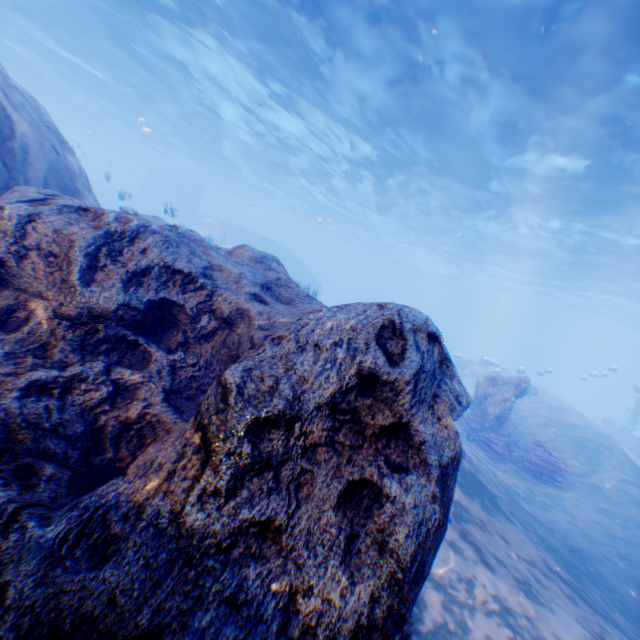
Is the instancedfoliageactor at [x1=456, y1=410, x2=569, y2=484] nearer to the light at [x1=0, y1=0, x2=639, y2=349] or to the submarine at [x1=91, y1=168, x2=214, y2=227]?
the submarine at [x1=91, y1=168, x2=214, y2=227]

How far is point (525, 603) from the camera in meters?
3.7 m

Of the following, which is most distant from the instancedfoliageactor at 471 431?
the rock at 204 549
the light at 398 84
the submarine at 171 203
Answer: the light at 398 84

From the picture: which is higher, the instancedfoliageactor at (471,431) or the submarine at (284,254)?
the submarine at (284,254)

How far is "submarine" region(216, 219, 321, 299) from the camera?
36.81m

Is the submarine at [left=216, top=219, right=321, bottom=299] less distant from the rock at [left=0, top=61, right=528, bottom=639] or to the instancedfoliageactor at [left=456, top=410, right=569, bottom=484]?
the rock at [left=0, top=61, right=528, bottom=639]
